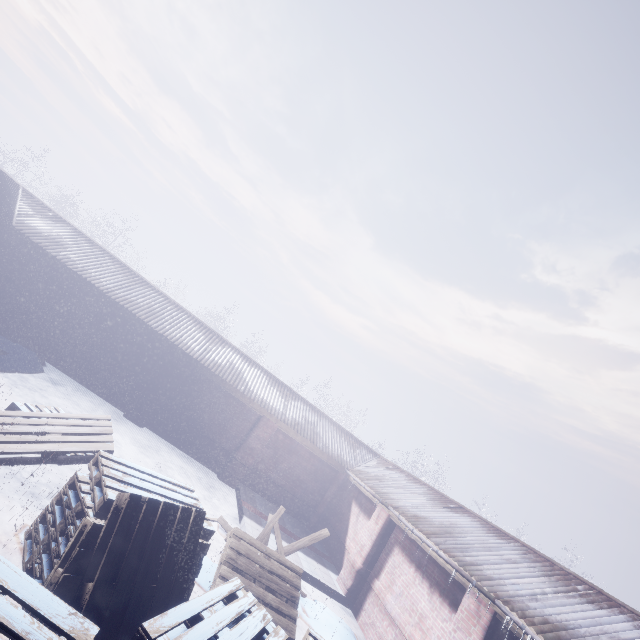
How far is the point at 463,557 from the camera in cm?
597
